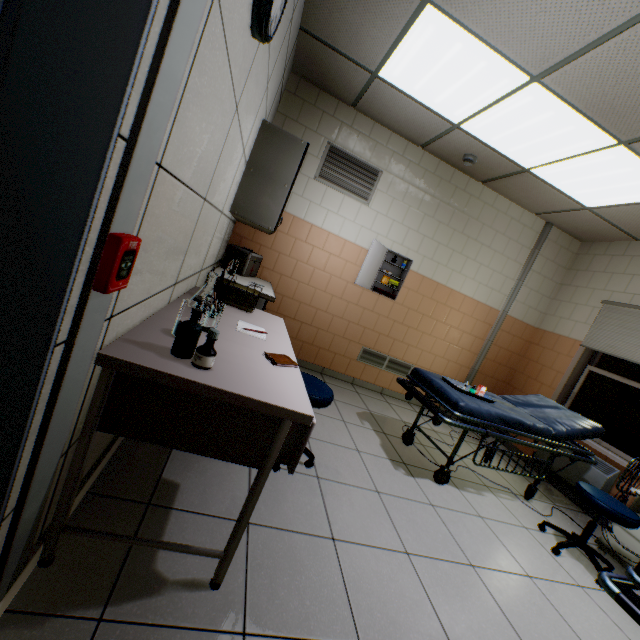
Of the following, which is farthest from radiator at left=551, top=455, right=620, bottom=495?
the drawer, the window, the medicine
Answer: the medicine

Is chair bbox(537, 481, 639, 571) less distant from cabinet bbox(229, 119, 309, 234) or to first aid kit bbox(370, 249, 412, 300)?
first aid kit bbox(370, 249, 412, 300)

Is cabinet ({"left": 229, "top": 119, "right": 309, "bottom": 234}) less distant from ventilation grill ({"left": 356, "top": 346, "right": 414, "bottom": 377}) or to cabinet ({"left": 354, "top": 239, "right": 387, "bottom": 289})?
cabinet ({"left": 354, "top": 239, "right": 387, "bottom": 289})

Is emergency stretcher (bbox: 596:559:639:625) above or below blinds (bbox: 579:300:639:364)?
below

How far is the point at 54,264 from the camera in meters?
0.7 m

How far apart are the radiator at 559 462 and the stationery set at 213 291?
4.4m

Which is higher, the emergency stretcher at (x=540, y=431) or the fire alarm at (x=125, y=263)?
the fire alarm at (x=125, y=263)

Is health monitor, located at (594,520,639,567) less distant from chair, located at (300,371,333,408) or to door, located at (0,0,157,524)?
chair, located at (300,371,333,408)
